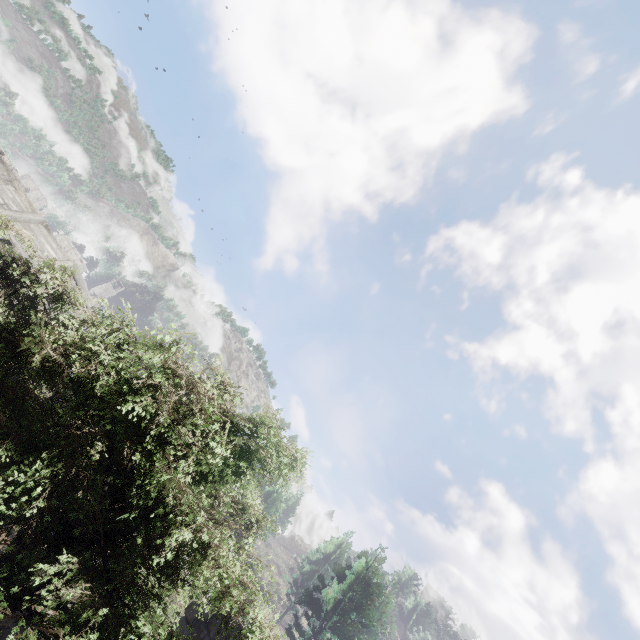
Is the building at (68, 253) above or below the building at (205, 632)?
above

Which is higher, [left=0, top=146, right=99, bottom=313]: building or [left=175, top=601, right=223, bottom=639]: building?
[left=0, top=146, right=99, bottom=313]: building

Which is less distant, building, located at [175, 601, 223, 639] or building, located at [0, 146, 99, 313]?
building, located at [175, 601, 223, 639]

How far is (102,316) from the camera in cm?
759

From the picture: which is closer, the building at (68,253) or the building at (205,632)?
the building at (205,632)
